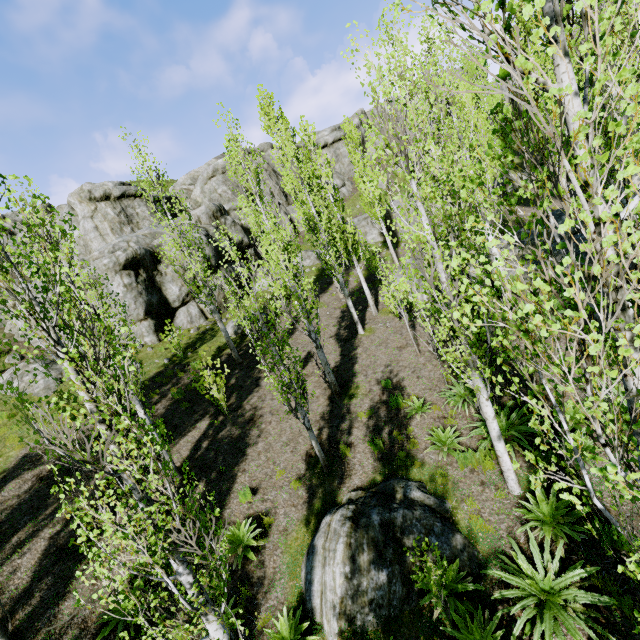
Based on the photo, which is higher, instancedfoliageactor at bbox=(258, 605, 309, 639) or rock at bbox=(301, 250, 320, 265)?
rock at bbox=(301, 250, 320, 265)

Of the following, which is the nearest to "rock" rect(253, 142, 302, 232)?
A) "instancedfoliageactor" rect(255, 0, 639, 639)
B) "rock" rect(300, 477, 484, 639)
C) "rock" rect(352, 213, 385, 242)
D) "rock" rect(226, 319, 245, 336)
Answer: "instancedfoliageactor" rect(255, 0, 639, 639)

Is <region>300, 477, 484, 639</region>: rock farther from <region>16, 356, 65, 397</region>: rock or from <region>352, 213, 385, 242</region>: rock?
<region>352, 213, 385, 242</region>: rock

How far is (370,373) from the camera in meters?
→ 12.8 m

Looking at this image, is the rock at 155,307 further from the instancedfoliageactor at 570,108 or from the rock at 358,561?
the rock at 358,561

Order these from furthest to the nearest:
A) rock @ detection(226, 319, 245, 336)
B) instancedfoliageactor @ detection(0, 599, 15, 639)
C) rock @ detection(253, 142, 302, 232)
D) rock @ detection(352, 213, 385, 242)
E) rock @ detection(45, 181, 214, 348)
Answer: rock @ detection(253, 142, 302, 232) < rock @ detection(352, 213, 385, 242) < rock @ detection(226, 319, 245, 336) < rock @ detection(45, 181, 214, 348) < instancedfoliageactor @ detection(0, 599, 15, 639)

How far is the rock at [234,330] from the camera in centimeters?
1830cm
